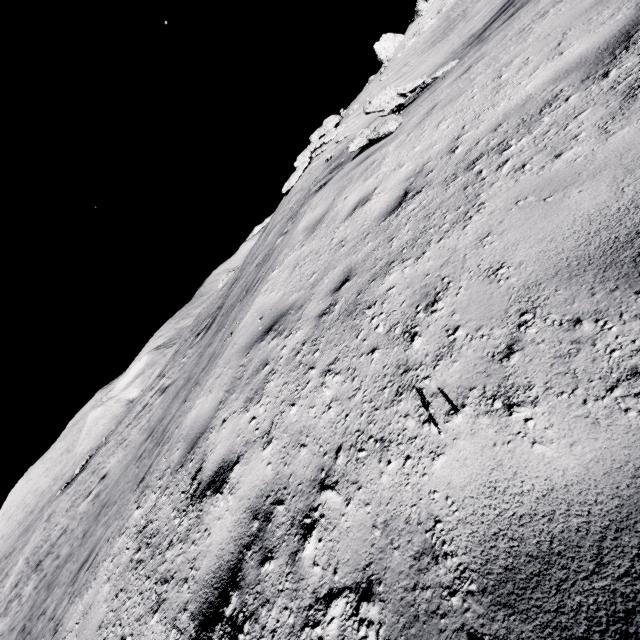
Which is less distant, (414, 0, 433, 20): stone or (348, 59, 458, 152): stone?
(348, 59, 458, 152): stone

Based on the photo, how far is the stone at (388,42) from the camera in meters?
34.8

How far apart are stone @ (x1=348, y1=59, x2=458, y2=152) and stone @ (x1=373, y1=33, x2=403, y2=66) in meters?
39.0 m

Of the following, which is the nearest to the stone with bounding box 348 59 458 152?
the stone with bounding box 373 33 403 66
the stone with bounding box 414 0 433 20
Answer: the stone with bounding box 414 0 433 20

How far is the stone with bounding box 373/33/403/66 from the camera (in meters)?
34.79

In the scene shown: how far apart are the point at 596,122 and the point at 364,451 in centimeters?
265cm

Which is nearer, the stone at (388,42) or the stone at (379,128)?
the stone at (379,128)

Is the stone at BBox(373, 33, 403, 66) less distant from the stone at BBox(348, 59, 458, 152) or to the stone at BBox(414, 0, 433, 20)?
the stone at BBox(414, 0, 433, 20)
